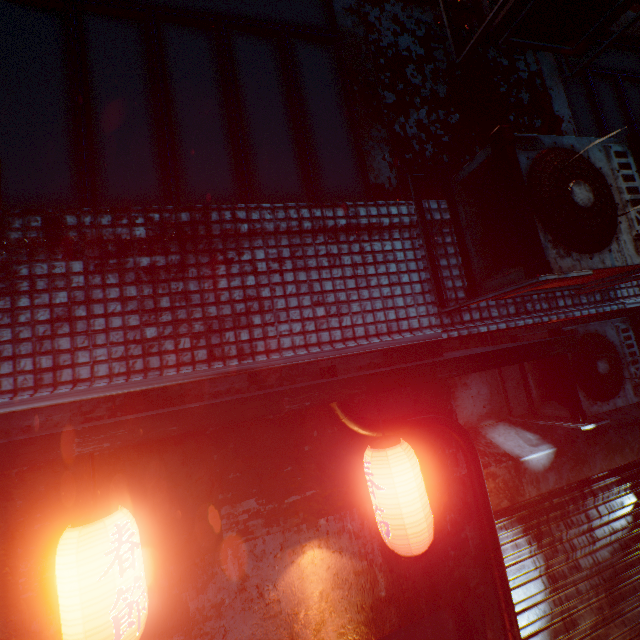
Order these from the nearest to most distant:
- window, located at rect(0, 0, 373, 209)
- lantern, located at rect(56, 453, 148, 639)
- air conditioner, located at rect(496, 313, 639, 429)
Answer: lantern, located at rect(56, 453, 148, 639) → window, located at rect(0, 0, 373, 209) → air conditioner, located at rect(496, 313, 639, 429)

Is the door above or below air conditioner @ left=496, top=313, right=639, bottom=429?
below

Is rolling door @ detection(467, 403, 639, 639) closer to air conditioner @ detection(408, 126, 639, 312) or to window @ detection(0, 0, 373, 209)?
air conditioner @ detection(408, 126, 639, 312)

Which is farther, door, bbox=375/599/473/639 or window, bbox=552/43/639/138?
window, bbox=552/43/639/138

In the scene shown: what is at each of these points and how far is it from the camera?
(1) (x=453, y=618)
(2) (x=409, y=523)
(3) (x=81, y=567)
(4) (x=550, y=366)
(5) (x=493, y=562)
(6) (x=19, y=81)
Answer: (1) door, 1.89m
(2) lantern, 1.42m
(3) lantern, 1.11m
(4) air conditioner, 2.65m
(5) pipe, 1.82m
(6) window, 1.65m

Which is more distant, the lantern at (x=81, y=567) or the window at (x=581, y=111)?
the window at (x=581, y=111)

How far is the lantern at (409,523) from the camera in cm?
142

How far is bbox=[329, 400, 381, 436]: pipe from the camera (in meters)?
1.74
